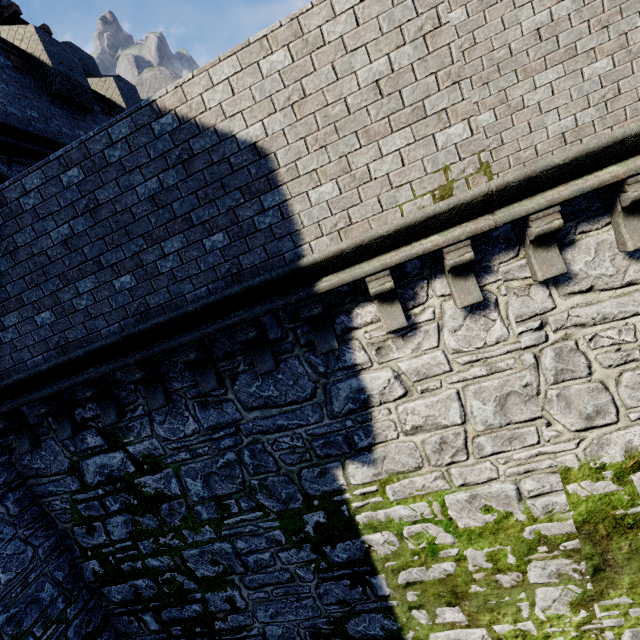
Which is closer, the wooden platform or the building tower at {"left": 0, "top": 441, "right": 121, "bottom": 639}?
the building tower at {"left": 0, "top": 441, "right": 121, "bottom": 639}

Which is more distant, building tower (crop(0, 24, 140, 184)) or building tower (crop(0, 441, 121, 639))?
building tower (crop(0, 24, 140, 184))

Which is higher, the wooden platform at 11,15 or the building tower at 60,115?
the wooden platform at 11,15

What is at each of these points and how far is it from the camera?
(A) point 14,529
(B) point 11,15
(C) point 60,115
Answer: (A) building tower, 5.9 meters
(B) wooden platform, 13.1 meters
(C) building tower, 9.7 meters

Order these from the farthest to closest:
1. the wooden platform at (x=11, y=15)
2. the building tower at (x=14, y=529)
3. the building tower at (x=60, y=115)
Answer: the wooden platform at (x=11, y=15) → the building tower at (x=60, y=115) → the building tower at (x=14, y=529)

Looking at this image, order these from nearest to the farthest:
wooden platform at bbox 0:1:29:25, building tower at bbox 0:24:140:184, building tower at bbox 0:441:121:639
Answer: building tower at bbox 0:441:121:639 → building tower at bbox 0:24:140:184 → wooden platform at bbox 0:1:29:25

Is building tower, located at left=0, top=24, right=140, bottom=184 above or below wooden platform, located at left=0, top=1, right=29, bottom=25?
below
